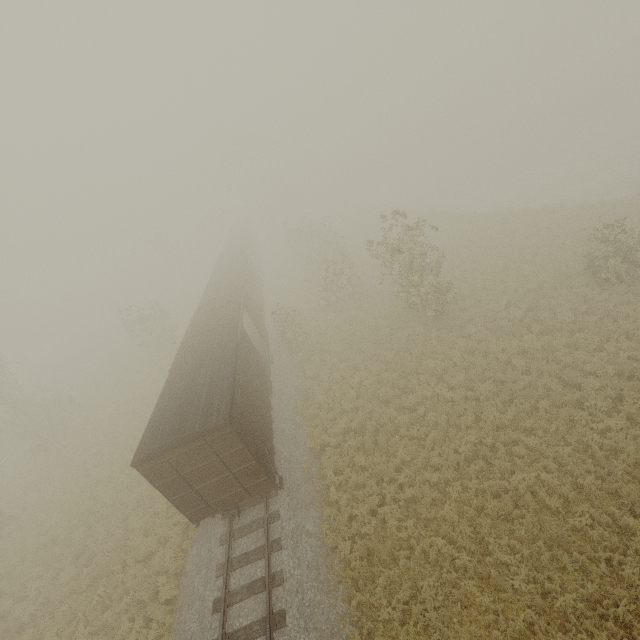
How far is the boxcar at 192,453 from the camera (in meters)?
10.53

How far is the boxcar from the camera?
10.5m

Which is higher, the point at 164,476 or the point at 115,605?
the point at 164,476
